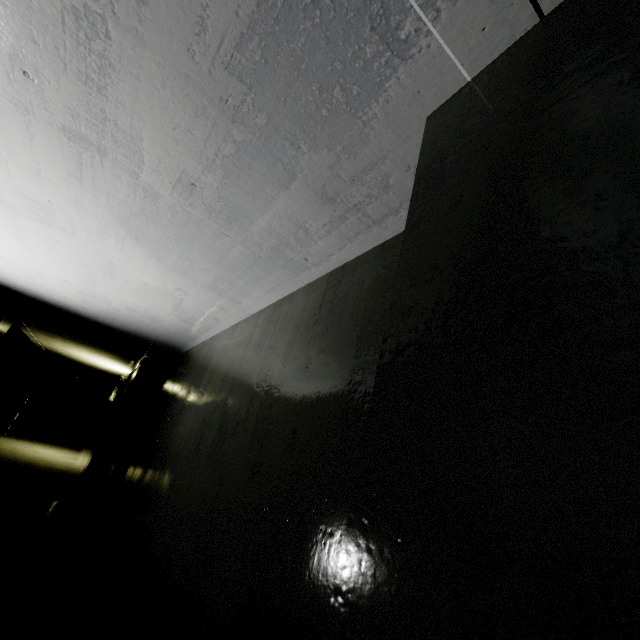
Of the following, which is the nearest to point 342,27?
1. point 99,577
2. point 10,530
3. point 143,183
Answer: point 143,183

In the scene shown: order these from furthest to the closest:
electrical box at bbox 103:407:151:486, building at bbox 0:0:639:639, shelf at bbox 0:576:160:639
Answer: electrical box at bbox 103:407:151:486, shelf at bbox 0:576:160:639, building at bbox 0:0:639:639

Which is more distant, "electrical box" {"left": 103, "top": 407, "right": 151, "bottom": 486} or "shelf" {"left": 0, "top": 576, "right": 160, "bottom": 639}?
"electrical box" {"left": 103, "top": 407, "right": 151, "bottom": 486}

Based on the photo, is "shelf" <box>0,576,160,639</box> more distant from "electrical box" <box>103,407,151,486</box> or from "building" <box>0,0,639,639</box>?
"electrical box" <box>103,407,151,486</box>

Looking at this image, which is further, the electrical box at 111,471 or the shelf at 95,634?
the electrical box at 111,471

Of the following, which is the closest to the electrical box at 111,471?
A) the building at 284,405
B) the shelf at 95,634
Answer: the building at 284,405

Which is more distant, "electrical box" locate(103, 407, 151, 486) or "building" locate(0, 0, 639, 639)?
"electrical box" locate(103, 407, 151, 486)

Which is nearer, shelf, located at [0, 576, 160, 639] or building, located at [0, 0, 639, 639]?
building, located at [0, 0, 639, 639]
